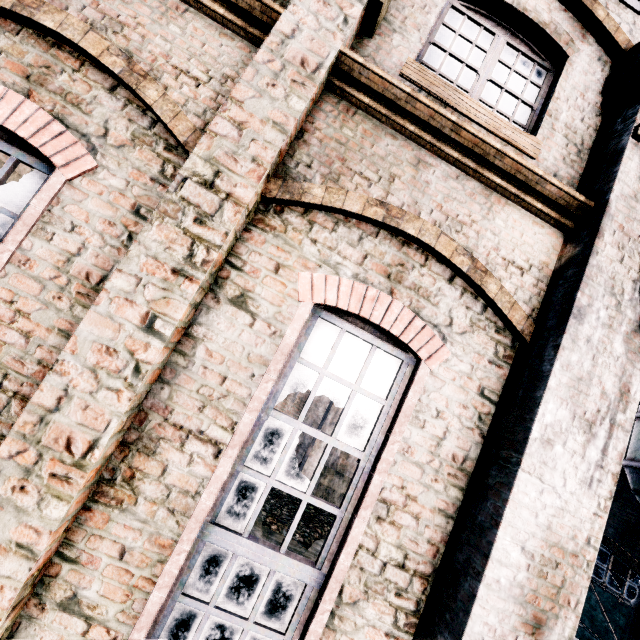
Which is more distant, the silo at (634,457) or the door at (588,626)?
the door at (588,626)

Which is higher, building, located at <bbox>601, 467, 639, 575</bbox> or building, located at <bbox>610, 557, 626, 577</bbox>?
building, located at <bbox>601, 467, 639, 575</bbox>

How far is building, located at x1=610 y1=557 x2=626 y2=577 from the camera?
15.9 meters

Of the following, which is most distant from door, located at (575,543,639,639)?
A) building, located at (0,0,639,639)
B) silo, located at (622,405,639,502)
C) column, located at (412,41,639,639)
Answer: column, located at (412,41,639,639)

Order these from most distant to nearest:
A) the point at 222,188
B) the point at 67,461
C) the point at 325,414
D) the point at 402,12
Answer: the point at 325,414 → the point at 402,12 → the point at 222,188 → the point at 67,461

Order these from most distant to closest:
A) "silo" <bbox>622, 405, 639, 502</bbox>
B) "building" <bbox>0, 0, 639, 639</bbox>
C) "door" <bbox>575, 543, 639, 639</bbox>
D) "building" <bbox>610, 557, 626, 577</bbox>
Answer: "building" <bbox>610, 557, 626, 577</bbox>, "door" <bbox>575, 543, 639, 639</bbox>, "silo" <bbox>622, 405, 639, 502</bbox>, "building" <bbox>0, 0, 639, 639</bbox>

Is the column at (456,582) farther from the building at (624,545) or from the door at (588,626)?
the door at (588,626)

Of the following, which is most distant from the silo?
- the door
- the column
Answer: the column
